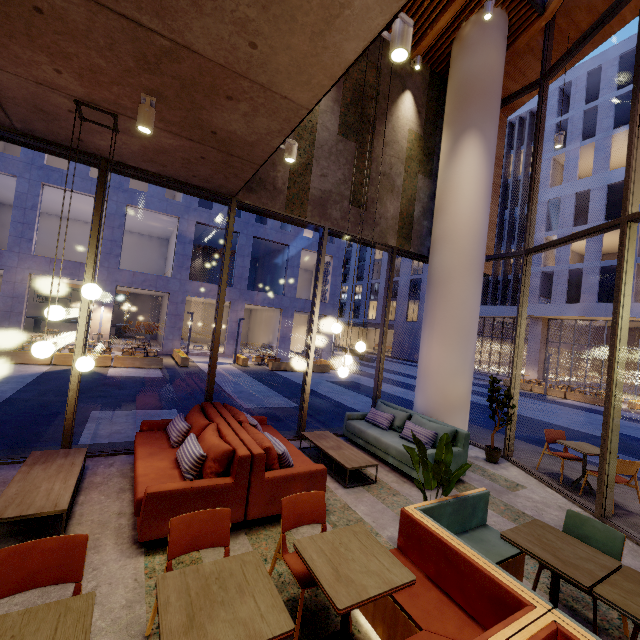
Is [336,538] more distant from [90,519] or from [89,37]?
[89,37]

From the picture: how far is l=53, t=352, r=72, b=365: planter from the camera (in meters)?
13.33

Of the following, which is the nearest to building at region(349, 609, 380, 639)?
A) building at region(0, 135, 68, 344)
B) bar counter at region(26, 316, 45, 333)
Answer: building at region(0, 135, 68, 344)

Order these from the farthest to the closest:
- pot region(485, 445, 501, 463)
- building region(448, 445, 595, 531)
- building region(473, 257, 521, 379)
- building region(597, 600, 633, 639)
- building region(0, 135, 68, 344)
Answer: building region(473, 257, 521, 379), building region(0, 135, 68, 344), pot region(485, 445, 501, 463), building region(448, 445, 595, 531), building region(597, 600, 633, 639)

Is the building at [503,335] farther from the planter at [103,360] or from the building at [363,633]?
the planter at [103,360]

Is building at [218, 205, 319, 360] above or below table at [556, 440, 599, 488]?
above

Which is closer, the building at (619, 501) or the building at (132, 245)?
the building at (619, 501)

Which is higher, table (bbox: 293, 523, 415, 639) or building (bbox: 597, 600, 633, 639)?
table (bbox: 293, 523, 415, 639)
